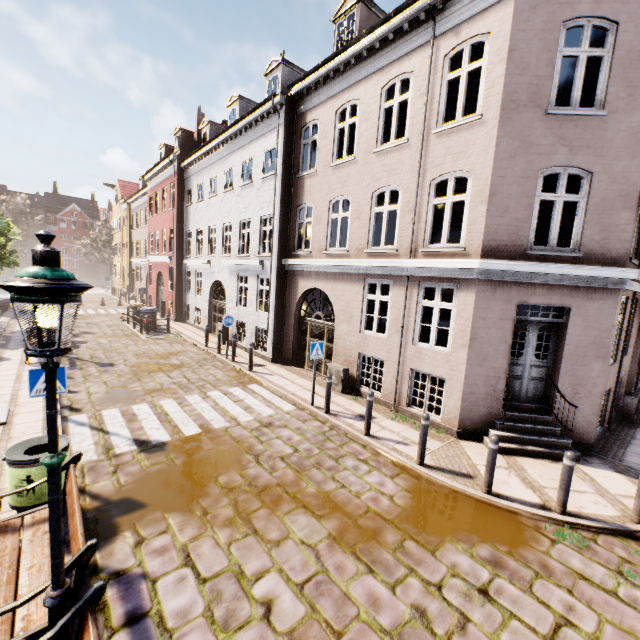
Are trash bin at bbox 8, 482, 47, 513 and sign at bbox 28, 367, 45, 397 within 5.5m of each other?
yes

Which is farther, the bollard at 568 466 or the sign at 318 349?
the sign at 318 349

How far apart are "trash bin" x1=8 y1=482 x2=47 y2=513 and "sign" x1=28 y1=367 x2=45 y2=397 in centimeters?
74cm

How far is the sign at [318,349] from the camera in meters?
9.0 m

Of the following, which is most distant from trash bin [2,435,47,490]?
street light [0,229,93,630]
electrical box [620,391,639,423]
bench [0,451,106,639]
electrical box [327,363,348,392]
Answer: electrical box [620,391,639,423]

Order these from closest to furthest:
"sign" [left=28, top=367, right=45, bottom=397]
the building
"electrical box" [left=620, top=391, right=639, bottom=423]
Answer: "sign" [left=28, top=367, right=45, bottom=397]
the building
"electrical box" [left=620, top=391, right=639, bottom=423]

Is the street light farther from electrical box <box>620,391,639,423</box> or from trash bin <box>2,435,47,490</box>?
electrical box <box>620,391,639,423</box>

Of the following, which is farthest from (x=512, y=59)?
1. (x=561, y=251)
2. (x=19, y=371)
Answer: (x=19, y=371)
